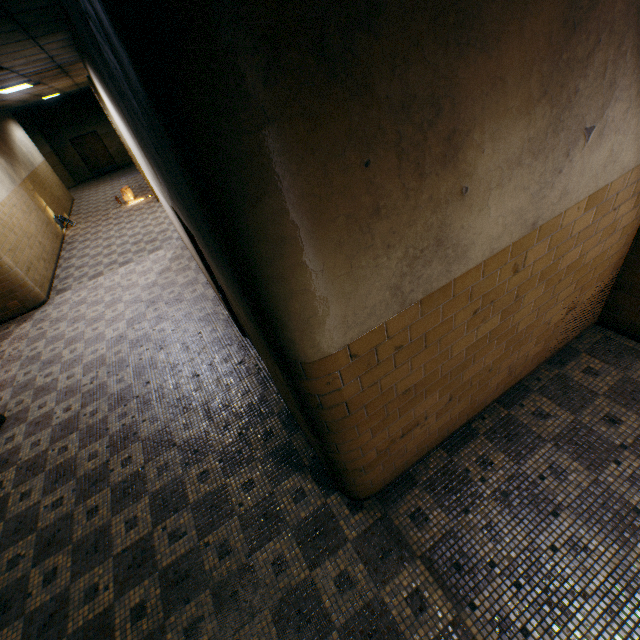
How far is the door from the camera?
19.2 meters

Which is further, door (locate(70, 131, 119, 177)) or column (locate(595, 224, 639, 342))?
door (locate(70, 131, 119, 177))

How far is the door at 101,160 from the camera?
19.25m

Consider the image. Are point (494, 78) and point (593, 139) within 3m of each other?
yes

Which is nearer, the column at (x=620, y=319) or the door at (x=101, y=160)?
the column at (x=620, y=319)
